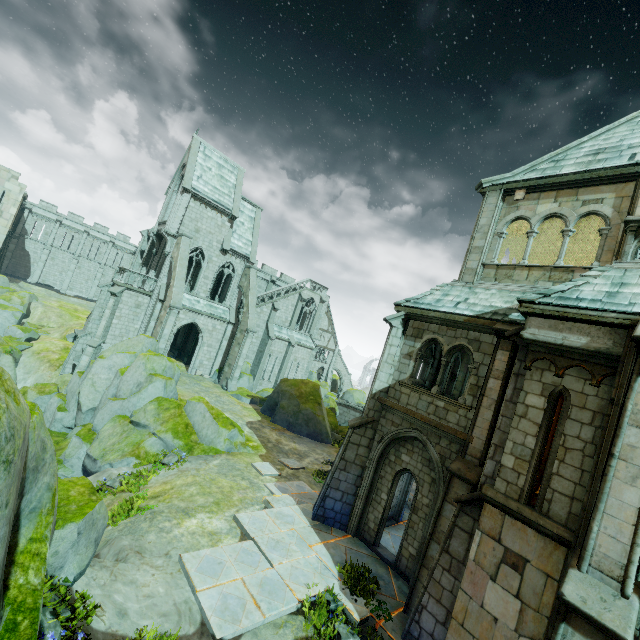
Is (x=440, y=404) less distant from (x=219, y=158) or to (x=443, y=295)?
(x=443, y=295)

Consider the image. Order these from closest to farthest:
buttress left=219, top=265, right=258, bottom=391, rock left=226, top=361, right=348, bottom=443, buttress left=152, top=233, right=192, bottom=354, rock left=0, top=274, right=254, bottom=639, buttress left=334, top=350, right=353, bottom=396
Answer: rock left=0, top=274, right=254, bottom=639 → rock left=226, top=361, right=348, bottom=443 → buttress left=152, top=233, right=192, bottom=354 → buttress left=219, top=265, right=258, bottom=391 → buttress left=334, top=350, right=353, bottom=396

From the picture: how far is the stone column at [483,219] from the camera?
A: 11.84m

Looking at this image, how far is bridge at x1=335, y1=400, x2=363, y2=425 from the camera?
38.31m

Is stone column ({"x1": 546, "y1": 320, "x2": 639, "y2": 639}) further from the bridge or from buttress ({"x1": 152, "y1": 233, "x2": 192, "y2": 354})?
the bridge

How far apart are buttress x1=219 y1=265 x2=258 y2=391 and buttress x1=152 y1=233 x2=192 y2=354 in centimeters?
588cm

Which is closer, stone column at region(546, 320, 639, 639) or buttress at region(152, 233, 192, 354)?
stone column at region(546, 320, 639, 639)

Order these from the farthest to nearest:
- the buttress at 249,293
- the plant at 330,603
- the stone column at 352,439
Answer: the buttress at 249,293, the stone column at 352,439, the plant at 330,603
